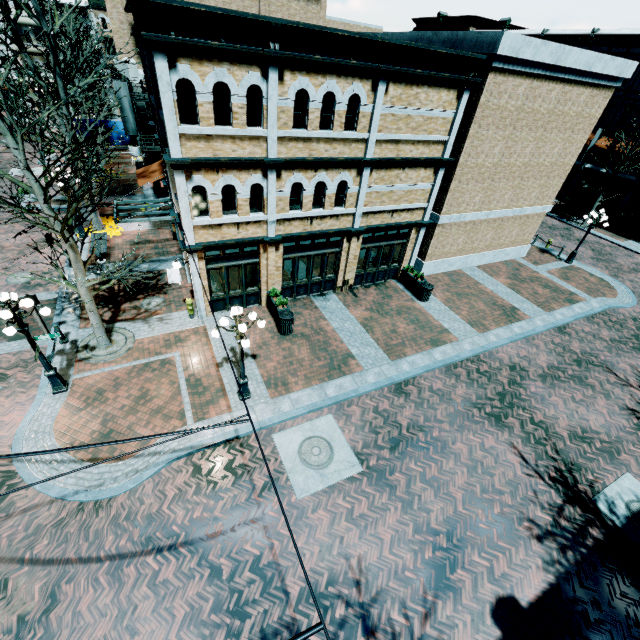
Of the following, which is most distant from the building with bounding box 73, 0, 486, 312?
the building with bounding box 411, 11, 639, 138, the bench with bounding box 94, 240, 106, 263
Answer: the bench with bounding box 94, 240, 106, 263

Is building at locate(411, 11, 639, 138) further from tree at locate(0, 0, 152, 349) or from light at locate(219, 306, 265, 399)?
tree at locate(0, 0, 152, 349)

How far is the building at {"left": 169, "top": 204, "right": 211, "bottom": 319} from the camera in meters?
11.5 m

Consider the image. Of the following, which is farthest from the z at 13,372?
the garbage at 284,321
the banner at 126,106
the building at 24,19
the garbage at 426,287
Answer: the building at 24,19

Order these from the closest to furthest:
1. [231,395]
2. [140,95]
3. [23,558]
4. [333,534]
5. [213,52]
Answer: [23,558] < [333,534] < [213,52] < [231,395] < [140,95]

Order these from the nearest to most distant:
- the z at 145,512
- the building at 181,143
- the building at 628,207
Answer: the z at 145,512, the building at 181,143, the building at 628,207

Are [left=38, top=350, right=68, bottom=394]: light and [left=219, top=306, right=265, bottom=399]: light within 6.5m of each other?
yes

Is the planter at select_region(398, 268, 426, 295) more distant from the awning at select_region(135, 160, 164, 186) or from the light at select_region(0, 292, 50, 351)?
the light at select_region(0, 292, 50, 351)
